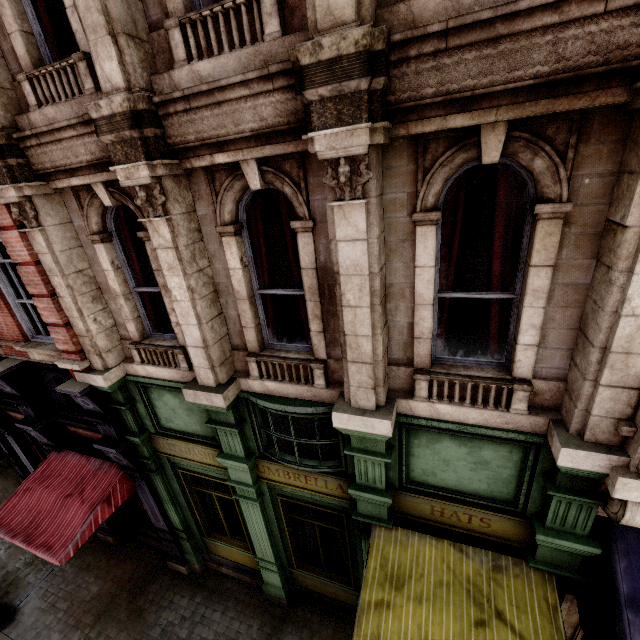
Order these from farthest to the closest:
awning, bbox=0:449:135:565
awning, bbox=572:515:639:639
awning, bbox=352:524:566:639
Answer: awning, bbox=0:449:135:565 < awning, bbox=352:524:566:639 < awning, bbox=572:515:639:639

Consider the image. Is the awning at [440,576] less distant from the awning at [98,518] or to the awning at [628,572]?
the awning at [628,572]

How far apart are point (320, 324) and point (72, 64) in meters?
4.4 m

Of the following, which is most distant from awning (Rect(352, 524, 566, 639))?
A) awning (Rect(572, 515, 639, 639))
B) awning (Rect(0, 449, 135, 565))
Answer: awning (Rect(0, 449, 135, 565))

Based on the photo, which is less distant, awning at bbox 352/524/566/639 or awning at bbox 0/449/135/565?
awning at bbox 352/524/566/639

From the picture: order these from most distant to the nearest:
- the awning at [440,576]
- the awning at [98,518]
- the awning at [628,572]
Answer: the awning at [98,518] < the awning at [440,576] < the awning at [628,572]
